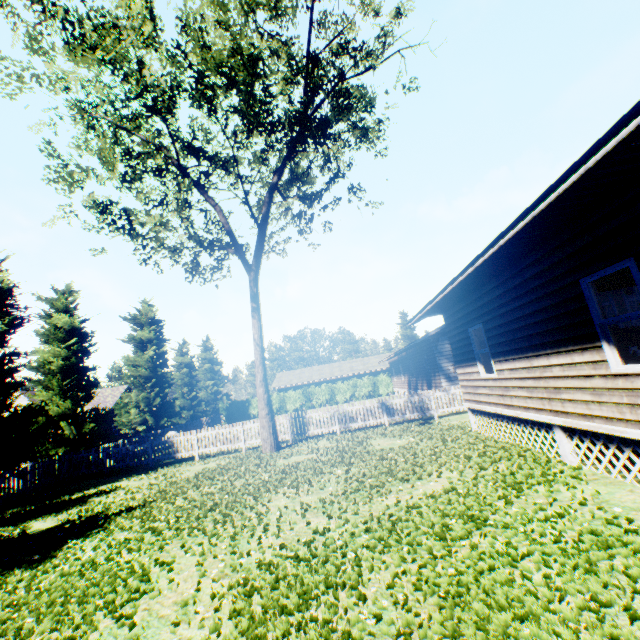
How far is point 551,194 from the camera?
4.1 meters

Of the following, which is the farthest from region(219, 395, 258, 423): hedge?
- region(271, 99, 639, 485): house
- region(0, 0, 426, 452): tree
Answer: region(271, 99, 639, 485): house

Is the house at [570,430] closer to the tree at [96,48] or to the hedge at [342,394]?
the tree at [96,48]

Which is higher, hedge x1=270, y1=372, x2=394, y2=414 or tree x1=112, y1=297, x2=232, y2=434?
tree x1=112, y1=297, x2=232, y2=434

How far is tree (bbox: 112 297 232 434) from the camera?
28.8 meters

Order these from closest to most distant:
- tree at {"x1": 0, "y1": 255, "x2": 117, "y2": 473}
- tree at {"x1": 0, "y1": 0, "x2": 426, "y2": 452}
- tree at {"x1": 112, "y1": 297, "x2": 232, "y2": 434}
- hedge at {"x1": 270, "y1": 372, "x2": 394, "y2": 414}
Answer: tree at {"x1": 0, "y1": 0, "x2": 426, "y2": 452}, tree at {"x1": 0, "y1": 255, "x2": 117, "y2": 473}, tree at {"x1": 112, "y1": 297, "x2": 232, "y2": 434}, hedge at {"x1": 270, "y1": 372, "x2": 394, "y2": 414}

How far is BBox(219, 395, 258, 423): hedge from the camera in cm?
4150
